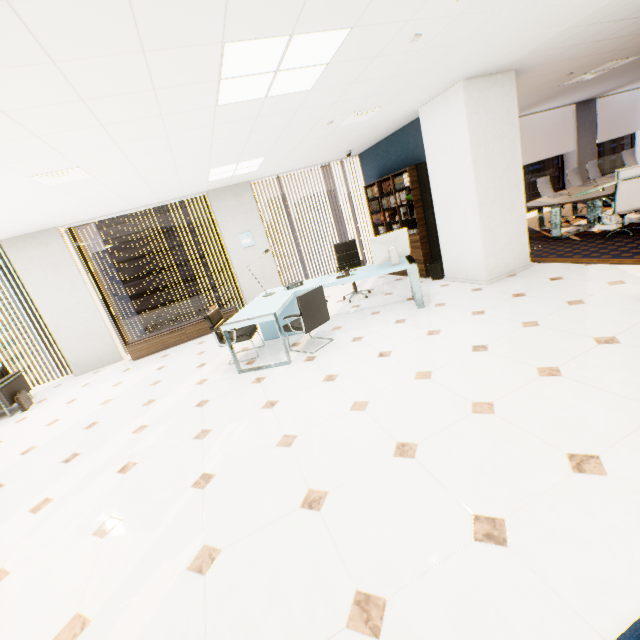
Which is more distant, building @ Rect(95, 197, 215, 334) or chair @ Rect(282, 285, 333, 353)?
building @ Rect(95, 197, 215, 334)

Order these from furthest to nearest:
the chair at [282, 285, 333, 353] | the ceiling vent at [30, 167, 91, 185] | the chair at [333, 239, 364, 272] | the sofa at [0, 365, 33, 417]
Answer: the chair at [333, 239, 364, 272] → the sofa at [0, 365, 33, 417] → the chair at [282, 285, 333, 353] → the ceiling vent at [30, 167, 91, 185]

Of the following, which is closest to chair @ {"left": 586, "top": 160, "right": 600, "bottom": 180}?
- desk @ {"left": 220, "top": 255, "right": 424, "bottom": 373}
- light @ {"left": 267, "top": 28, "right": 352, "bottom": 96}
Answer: desk @ {"left": 220, "top": 255, "right": 424, "bottom": 373}

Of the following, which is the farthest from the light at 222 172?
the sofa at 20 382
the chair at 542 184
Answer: the chair at 542 184

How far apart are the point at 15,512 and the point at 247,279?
5.7m

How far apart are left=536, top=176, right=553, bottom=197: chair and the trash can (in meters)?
4.34

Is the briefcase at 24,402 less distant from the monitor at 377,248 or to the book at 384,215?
the monitor at 377,248

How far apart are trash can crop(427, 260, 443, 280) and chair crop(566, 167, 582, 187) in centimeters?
556cm
